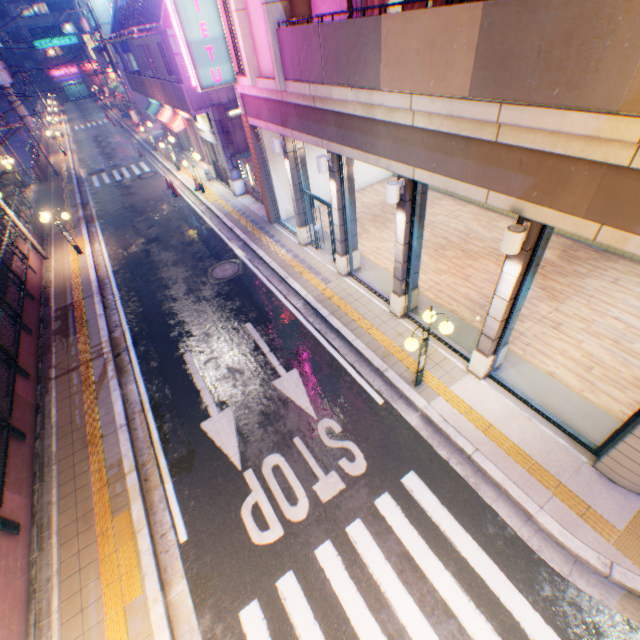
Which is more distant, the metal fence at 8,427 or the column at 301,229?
the column at 301,229

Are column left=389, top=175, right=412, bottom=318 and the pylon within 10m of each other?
no

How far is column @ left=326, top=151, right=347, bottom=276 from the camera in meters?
9.2

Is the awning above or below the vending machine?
above

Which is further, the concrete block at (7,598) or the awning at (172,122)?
the awning at (172,122)

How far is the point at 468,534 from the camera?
5.93m

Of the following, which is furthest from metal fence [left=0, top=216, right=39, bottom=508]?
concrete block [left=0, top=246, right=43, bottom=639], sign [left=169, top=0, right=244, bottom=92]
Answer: sign [left=169, top=0, right=244, bottom=92]

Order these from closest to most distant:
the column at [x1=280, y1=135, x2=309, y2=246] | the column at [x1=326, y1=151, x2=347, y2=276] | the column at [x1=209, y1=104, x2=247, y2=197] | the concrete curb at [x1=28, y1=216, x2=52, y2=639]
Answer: the concrete curb at [x1=28, y1=216, x2=52, y2=639] < the column at [x1=326, y1=151, x2=347, y2=276] < the column at [x1=280, y1=135, x2=309, y2=246] < the column at [x1=209, y1=104, x2=247, y2=197]
